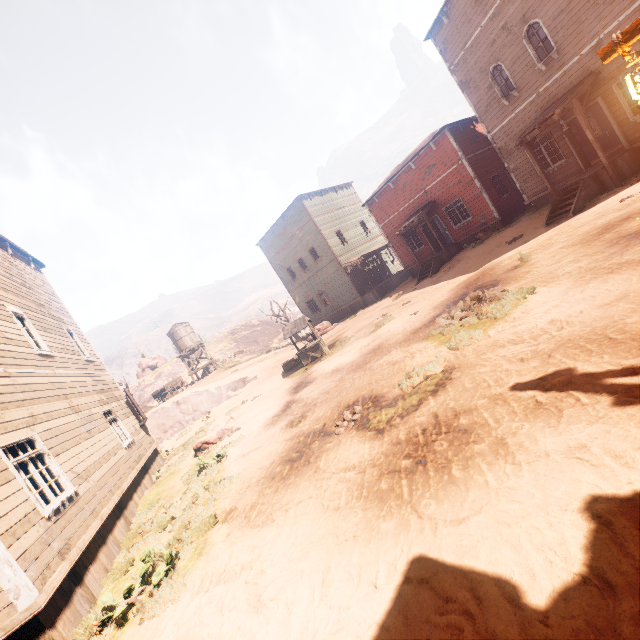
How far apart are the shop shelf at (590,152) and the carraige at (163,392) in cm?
3544

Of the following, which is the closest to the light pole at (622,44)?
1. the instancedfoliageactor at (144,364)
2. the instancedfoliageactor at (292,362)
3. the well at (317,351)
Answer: the well at (317,351)

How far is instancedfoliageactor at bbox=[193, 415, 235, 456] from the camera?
11.95m

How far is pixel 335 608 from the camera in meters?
2.9 m

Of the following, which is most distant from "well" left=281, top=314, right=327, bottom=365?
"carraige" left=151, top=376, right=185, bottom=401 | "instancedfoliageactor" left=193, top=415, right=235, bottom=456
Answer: "carraige" left=151, top=376, right=185, bottom=401

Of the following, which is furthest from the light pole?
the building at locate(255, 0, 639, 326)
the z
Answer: the building at locate(255, 0, 639, 326)

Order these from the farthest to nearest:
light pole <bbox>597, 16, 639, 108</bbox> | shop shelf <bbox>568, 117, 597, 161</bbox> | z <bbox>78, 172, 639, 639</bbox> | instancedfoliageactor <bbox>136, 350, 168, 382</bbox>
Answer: instancedfoliageactor <bbox>136, 350, 168, 382</bbox> < shop shelf <bbox>568, 117, 597, 161</bbox> < light pole <bbox>597, 16, 639, 108</bbox> < z <bbox>78, 172, 639, 639</bbox>

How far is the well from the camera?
16.84m
